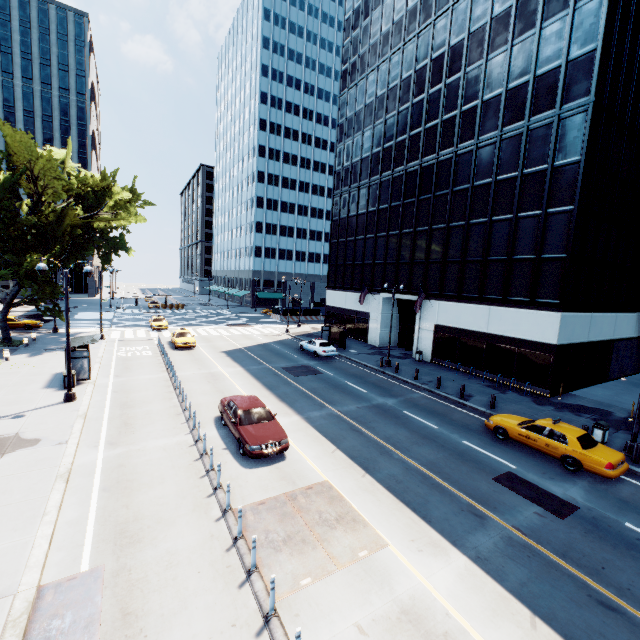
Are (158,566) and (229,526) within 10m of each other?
yes

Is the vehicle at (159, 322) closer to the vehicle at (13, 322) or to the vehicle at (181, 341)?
the vehicle at (181, 341)

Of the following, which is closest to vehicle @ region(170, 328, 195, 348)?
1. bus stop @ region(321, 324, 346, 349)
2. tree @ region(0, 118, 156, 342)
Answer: bus stop @ region(321, 324, 346, 349)

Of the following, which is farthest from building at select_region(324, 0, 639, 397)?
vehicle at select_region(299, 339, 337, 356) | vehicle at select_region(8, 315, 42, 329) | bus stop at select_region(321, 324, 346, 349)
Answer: vehicle at select_region(8, 315, 42, 329)

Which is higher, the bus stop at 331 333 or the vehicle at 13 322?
the bus stop at 331 333

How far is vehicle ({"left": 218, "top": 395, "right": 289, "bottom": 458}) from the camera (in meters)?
12.57

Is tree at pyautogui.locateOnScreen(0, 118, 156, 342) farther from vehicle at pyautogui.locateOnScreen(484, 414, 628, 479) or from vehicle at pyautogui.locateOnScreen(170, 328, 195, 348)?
vehicle at pyautogui.locateOnScreen(484, 414, 628, 479)

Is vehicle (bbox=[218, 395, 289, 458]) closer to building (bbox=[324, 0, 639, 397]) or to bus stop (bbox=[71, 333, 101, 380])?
bus stop (bbox=[71, 333, 101, 380])
